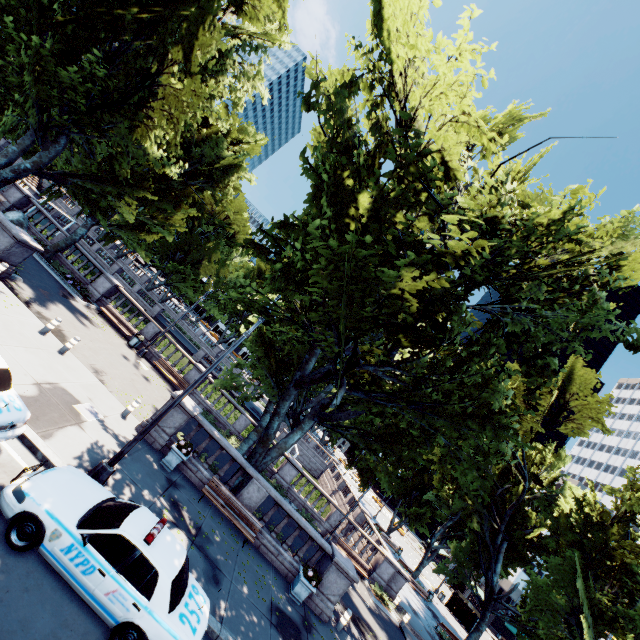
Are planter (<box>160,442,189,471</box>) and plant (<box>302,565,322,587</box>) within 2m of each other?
no

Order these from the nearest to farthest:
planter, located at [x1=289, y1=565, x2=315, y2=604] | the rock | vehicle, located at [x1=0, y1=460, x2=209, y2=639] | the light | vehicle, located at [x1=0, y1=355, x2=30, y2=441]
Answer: vehicle, located at [x1=0, y1=460, x2=209, y2=639]
vehicle, located at [x1=0, y1=355, x2=30, y2=441]
the light
planter, located at [x1=289, y1=565, x2=315, y2=604]
the rock

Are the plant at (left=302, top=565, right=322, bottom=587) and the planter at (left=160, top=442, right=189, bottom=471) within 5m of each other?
no

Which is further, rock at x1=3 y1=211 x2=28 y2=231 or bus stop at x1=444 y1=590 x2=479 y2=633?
bus stop at x1=444 y1=590 x2=479 y2=633

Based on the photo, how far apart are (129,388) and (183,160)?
19.6m

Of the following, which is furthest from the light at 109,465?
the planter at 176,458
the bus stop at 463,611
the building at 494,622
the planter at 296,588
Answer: the building at 494,622

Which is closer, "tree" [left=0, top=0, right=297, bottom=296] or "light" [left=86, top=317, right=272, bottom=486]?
"light" [left=86, top=317, right=272, bottom=486]

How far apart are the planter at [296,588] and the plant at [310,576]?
0.0m
